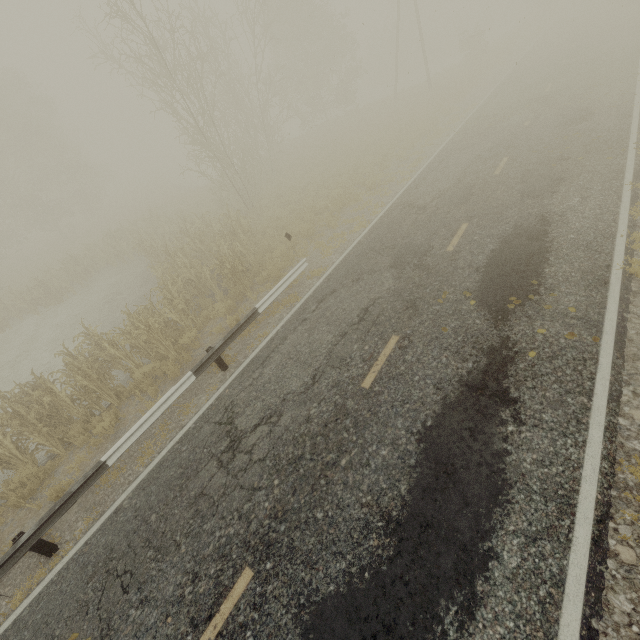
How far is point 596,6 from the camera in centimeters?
3142cm
